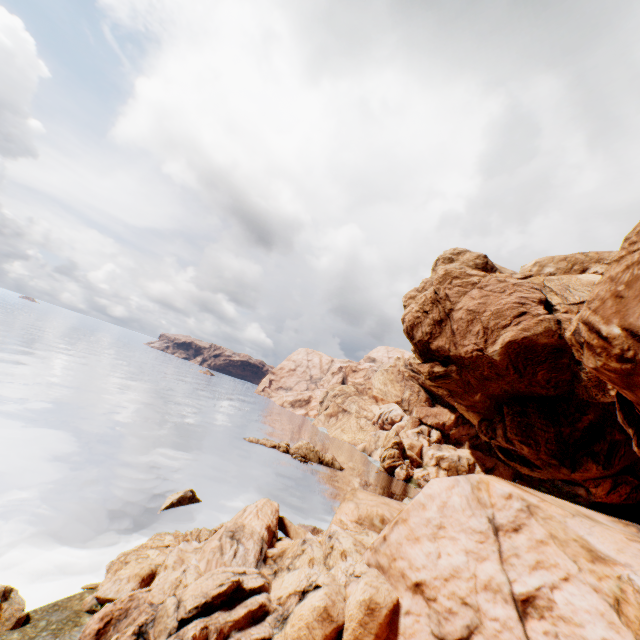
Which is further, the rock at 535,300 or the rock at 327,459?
the rock at 327,459

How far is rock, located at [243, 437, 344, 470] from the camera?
52.1 meters

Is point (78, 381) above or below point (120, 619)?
below

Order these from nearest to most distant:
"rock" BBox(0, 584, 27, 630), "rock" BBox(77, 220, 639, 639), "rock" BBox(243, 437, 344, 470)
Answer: "rock" BBox(77, 220, 639, 639) < "rock" BBox(0, 584, 27, 630) < "rock" BBox(243, 437, 344, 470)

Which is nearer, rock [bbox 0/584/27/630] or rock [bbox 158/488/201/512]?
rock [bbox 0/584/27/630]

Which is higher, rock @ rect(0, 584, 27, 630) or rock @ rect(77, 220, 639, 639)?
rock @ rect(77, 220, 639, 639)

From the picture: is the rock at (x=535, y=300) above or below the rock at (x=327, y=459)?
above

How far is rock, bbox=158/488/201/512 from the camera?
23.90m
